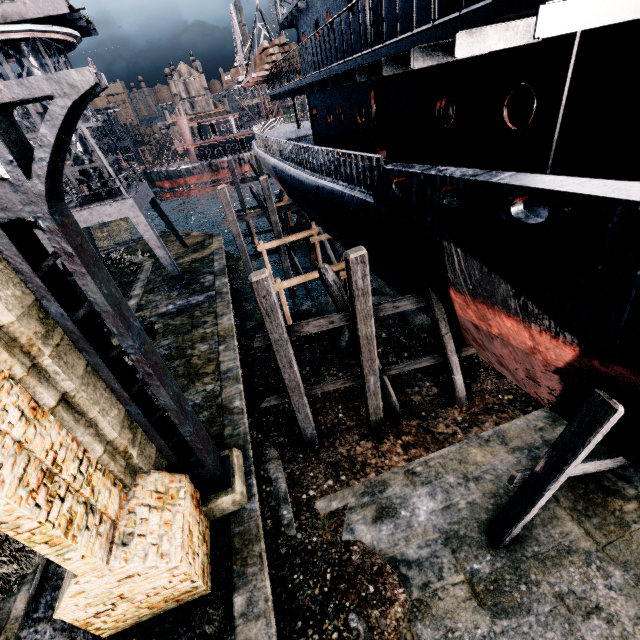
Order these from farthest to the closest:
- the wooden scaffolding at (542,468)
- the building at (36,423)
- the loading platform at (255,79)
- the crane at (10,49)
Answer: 1. the loading platform at (255,79)
2. the crane at (10,49)
3. the wooden scaffolding at (542,468)
4. the building at (36,423)

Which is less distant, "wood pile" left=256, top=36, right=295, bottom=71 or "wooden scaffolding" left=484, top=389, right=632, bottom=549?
"wooden scaffolding" left=484, top=389, right=632, bottom=549

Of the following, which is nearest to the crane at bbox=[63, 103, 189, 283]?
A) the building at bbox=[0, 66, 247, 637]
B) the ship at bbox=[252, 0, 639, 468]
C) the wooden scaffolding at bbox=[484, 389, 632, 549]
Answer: the ship at bbox=[252, 0, 639, 468]

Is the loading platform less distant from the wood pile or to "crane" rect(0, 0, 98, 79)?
Result: the wood pile

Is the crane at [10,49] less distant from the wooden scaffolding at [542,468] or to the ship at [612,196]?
the ship at [612,196]

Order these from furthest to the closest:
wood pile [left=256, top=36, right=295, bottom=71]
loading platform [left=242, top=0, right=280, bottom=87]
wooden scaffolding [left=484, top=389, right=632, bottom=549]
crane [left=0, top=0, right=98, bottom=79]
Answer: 1. loading platform [left=242, top=0, right=280, bottom=87]
2. wood pile [left=256, top=36, right=295, bottom=71]
3. crane [left=0, top=0, right=98, bottom=79]
4. wooden scaffolding [left=484, top=389, right=632, bottom=549]

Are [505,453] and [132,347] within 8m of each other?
no

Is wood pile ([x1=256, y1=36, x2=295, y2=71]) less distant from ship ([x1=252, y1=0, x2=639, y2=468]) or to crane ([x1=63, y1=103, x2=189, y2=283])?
ship ([x1=252, y1=0, x2=639, y2=468])
